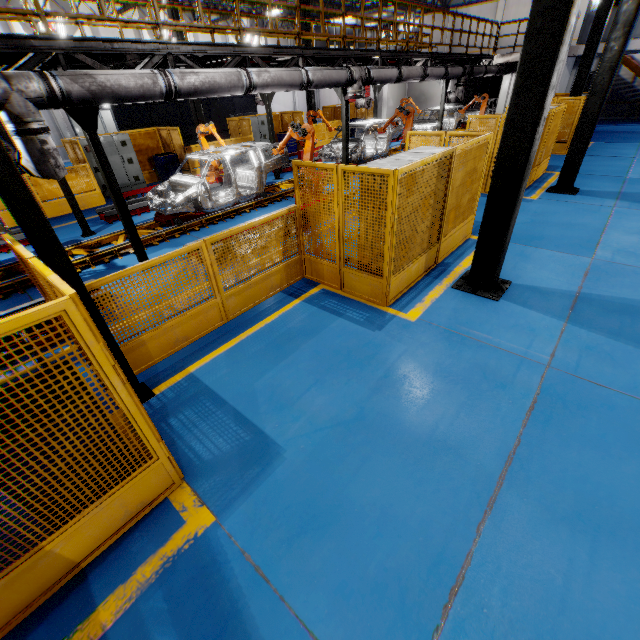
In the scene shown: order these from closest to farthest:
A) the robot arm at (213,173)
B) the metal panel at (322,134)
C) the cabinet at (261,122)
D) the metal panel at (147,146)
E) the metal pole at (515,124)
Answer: the metal pole at (515,124) → the robot arm at (213,173) → the metal panel at (147,146) → the cabinet at (261,122) → the metal panel at (322,134)

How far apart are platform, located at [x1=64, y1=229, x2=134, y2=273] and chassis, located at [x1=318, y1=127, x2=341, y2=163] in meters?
0.0

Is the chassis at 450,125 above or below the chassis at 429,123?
below

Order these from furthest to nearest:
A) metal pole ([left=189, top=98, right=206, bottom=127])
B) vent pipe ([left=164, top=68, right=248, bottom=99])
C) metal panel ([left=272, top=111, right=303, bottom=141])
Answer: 1. metal panel ([left=272, top=111, right=303, bottom=141])
2. metal pole ([left=189, top=98, right=206, bottom=127])
3. vent pipe ([left=164, top=68, right=248, bottom=99])

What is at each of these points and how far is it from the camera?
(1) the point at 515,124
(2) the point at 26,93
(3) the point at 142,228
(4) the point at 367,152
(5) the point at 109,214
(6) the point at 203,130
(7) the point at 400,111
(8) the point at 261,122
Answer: (1) metal pole, 4.45m
(2) vent pipe, 4.89m
(3) platform, 9.59m
(4) chassis, 16.25m
(5) metal platform, 10.59m
(6) robot arm, 11.86m
(7) robot arm, 12.87m
(8) cabinet, 18.34m

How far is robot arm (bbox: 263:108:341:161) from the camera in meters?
9.1

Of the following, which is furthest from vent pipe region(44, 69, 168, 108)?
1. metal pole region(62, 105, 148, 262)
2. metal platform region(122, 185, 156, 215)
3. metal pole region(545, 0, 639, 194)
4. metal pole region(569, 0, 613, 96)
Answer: metal pole region(545, 0, 639, 194)

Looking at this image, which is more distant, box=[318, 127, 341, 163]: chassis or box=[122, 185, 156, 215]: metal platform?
box=[318, 127, 341, 163]: chassis
